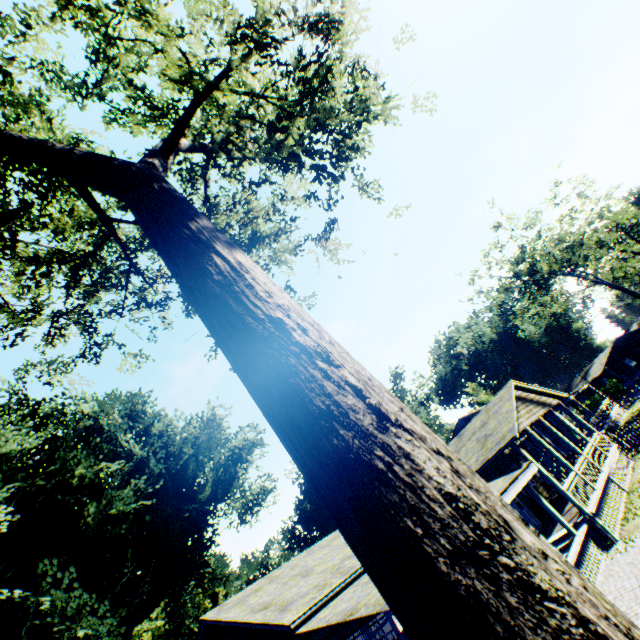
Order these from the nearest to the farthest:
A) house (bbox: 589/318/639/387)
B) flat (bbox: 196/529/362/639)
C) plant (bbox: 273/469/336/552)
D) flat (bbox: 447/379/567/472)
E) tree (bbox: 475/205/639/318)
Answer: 1. flat (bbox: 196/529/362/639)
2. flat (bbox: 447/379/567/472)
3. tree (bbox: 475/205/639/318)
4. plant (bbox: 273/469/336/552)
5. house (bbox: 589/318/639/387)

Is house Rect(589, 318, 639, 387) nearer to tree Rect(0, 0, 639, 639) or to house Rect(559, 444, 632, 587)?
house Rect(559, 444, 632, 587)

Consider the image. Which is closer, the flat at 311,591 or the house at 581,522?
the flat at 311,591

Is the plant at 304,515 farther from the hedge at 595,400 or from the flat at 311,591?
the hedge at 595,400

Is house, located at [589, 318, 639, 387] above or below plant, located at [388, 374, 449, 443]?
below

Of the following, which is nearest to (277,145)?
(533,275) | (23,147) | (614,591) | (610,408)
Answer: (23,147)

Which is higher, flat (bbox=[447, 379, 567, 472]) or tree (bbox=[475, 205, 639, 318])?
tree (bbox=[475, 205, 639, 318])

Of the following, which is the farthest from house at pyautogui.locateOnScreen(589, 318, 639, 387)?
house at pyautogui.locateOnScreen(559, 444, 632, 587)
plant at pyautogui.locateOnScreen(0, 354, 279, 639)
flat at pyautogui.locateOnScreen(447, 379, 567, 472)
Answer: house at pyautogui.locateOnScreen(559, 444, 632, 587)
